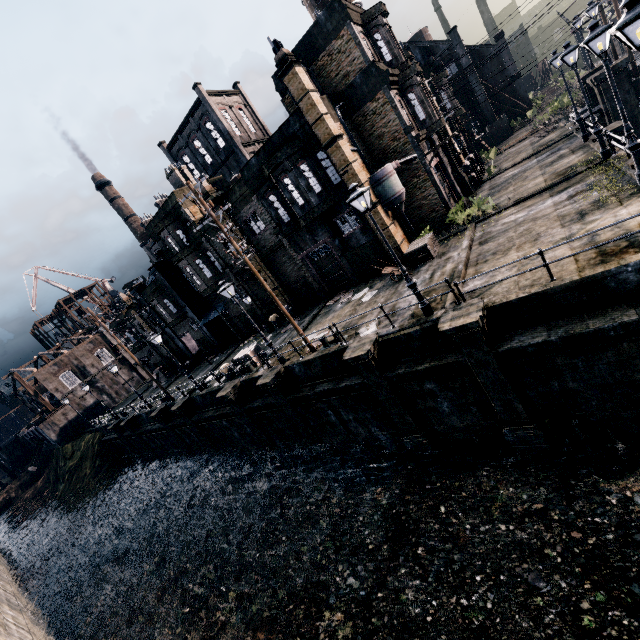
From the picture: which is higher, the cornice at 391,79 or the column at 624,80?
the cornice at 391,79

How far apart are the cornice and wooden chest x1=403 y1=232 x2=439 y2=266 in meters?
10.1 m

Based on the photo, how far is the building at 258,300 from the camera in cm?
3029

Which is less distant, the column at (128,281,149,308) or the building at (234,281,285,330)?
the building at (234,281,285,330)

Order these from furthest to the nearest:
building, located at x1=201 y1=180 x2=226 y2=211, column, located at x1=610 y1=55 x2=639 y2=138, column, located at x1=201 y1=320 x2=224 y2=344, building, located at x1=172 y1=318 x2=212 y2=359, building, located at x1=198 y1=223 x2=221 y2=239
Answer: building, located at x1=172 y1=318 x2=212 y2=359 → column, located at x1=201 y1=320 x2=224 y2=344 → building, located at x1=198 y1=223 x2=221 y2=239 → building, located at x1=201 y1=180 x2=226 y2=211 → column, located at x1=610 y1=55 x2=639 y2=138

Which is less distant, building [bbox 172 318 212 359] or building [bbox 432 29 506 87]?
building [bbox 432 29 506 87]

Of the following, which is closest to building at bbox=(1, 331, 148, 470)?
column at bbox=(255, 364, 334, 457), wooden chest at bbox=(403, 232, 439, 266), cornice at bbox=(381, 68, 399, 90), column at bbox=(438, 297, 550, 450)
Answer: column at bbox=(255, 364, 334, 457)

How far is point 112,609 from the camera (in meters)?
20.30
